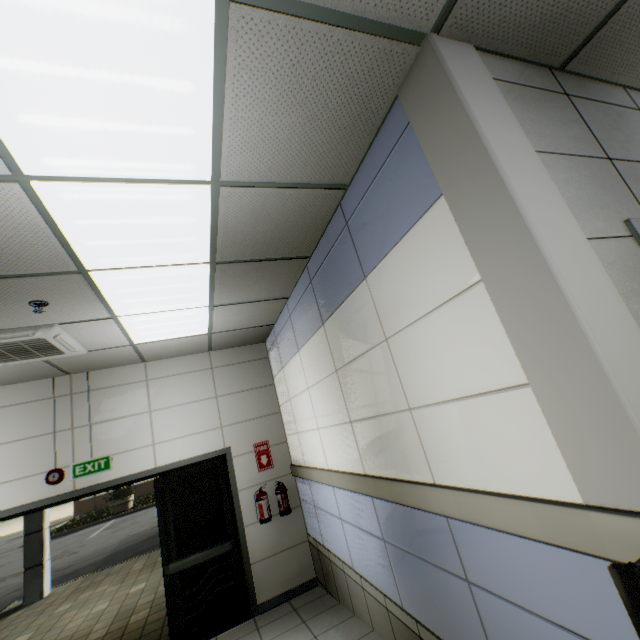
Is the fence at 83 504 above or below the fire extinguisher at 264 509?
below

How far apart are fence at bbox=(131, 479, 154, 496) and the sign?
31.2 meters

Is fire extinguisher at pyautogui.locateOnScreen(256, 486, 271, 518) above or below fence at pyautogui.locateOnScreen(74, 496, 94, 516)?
above

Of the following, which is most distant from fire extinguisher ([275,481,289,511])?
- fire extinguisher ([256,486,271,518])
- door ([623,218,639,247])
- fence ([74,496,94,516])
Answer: fence ([74,496,94,516])

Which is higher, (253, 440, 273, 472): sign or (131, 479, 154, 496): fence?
(253, 440, 273, 472): sign

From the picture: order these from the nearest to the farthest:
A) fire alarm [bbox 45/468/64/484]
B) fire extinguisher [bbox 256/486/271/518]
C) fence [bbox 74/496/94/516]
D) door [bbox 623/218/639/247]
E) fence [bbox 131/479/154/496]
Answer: door [bbox 623/218/639/247]
fire alarm [bbox 45/468/64/484]
fire extinguisher [bbox 256/486/271/518]
fence [bbox 74/496/94/516]
fence [bbox 131/479/154/496]

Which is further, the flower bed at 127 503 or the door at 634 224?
the flower bed at 127 503

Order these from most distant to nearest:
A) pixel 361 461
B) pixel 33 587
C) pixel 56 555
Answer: pixel 56 555
pixel 33 587
pixel 361 461
